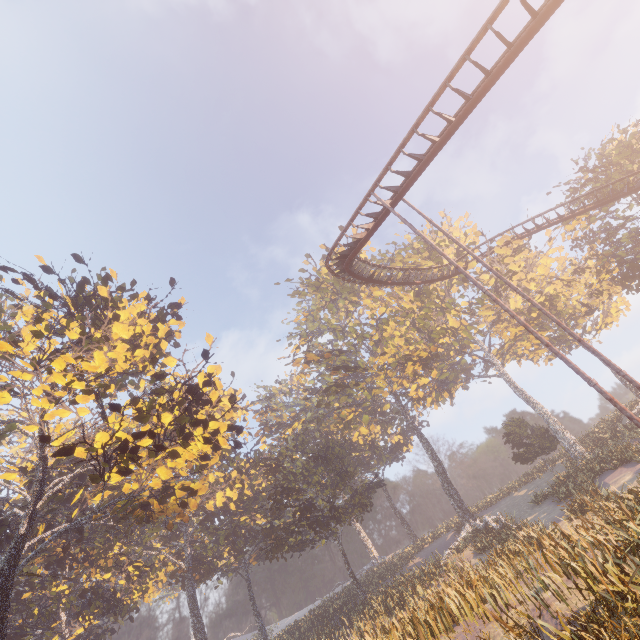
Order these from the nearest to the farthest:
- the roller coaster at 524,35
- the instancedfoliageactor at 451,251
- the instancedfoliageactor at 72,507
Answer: the roller coaster at 524,35 → the instancedfoliageactor at 72,507 → the instancedfoliageactor at 451,251

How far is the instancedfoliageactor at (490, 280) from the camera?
34.9 meters

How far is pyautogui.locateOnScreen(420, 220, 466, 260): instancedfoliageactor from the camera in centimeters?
3825cm

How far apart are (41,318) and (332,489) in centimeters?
2836cm

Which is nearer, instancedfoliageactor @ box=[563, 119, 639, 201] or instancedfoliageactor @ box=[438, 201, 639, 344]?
instancedfoliageactor @ box=[563, 119, 639, 201]

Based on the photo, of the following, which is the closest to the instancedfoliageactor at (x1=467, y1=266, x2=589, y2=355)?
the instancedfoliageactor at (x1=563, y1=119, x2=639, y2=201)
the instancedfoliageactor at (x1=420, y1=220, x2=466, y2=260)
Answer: the instancedfoliageactor at (x1=563, y1=119, x2=639, y2=201)

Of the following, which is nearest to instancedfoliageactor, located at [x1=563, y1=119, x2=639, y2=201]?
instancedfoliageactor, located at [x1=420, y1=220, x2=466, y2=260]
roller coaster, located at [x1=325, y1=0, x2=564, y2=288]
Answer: roller coaster, located at [x1=325, y1=0, x2=564, y2=288]

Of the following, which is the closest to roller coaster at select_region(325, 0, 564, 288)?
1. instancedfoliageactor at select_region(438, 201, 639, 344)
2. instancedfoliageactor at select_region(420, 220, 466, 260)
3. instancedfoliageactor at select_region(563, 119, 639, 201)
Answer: instancedfoliageactor at select_region(438, 201, 639, 344)
